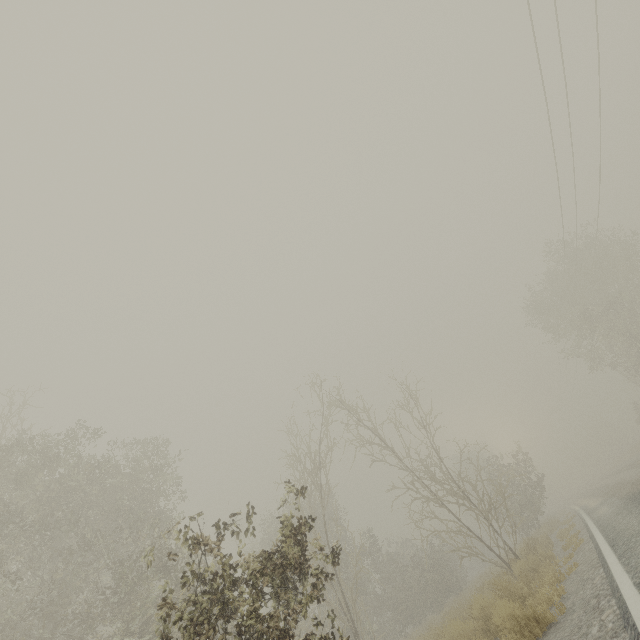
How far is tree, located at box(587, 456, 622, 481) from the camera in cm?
4780

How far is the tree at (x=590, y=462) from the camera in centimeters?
4780cm

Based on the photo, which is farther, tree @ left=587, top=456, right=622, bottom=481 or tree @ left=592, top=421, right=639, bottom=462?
tree @ left=587, top=456, right=622, bottom=481

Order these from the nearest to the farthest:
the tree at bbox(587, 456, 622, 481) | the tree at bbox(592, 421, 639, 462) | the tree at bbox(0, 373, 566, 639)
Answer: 1. the tree at bbox(0, 373, 566, 639)
2. the tree at bbox(592, 421, 639, 462)
3. the tree at bbox(587, 456, 622, 481)

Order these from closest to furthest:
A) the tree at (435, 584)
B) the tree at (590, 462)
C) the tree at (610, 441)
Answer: the tree at (435, 584)
the tree at (610, 441)
the tree at (590, 462)

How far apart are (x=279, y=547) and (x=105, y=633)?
23.6 meters

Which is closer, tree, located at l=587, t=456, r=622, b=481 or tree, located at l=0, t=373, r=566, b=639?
tree, located at l=0, t=373, r=566, b=639
